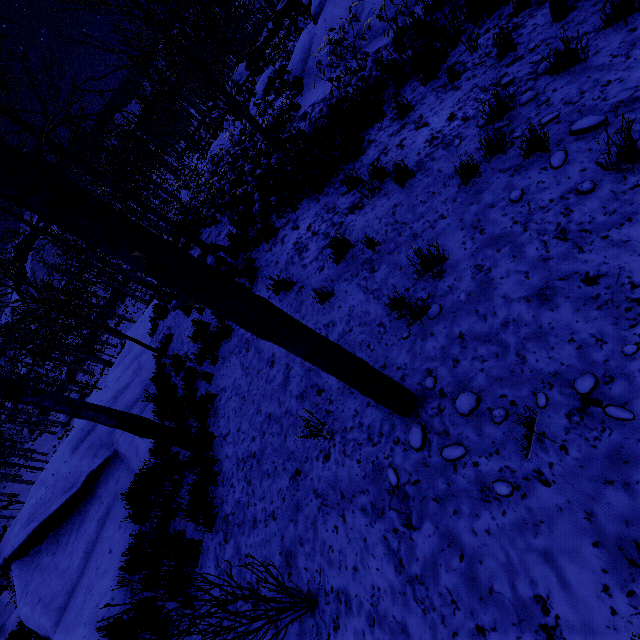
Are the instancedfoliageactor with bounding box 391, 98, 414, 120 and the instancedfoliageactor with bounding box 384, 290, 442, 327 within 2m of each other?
no

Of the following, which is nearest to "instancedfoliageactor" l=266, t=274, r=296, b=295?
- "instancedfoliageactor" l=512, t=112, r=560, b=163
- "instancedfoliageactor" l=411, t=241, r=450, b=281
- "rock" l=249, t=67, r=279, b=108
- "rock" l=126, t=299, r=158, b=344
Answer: "instancedfoliageactor" l=411, t=241, r=450, b=281

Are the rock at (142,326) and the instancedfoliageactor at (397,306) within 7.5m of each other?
no

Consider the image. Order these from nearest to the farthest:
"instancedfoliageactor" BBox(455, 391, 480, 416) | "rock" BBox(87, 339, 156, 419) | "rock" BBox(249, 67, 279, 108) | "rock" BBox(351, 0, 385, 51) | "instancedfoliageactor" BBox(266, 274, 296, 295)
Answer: "instancedfoliageactor" BBox(455, 391, 480, 416) < "instancedfoliageactor" BBox(266, 274, 296, 295) < "rock" BBox(351, 0, 385, 51) < "rock" BBox(87, 339, 156, 419) < "rock" BBox(249, 67, 279, 108)

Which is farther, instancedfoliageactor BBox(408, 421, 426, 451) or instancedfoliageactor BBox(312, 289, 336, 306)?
instancedfoliageactor BBox(312, 289, 336, 306)

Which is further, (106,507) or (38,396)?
(106,507)

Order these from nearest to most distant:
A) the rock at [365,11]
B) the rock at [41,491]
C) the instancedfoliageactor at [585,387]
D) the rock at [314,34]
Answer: Answer:
1. the instancedfoliageactor at [585,387]
2. the rock at [41,491]
3. the rock at [365,11]
4. the rock at [314,34]

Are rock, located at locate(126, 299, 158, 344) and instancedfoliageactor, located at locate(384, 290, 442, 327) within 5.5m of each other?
no
